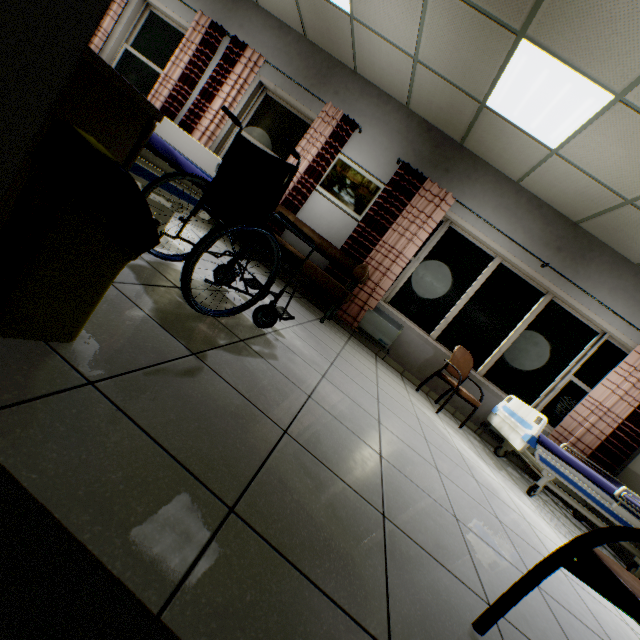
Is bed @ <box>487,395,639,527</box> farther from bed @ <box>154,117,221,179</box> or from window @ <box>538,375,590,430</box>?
bed @ <box>154,117,221,179</box>

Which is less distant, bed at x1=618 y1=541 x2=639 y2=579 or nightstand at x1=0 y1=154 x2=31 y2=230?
nightstand at x1=0 y1=154 x2=31 y2=230

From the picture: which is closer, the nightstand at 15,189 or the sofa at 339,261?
the nightstand at 15,189

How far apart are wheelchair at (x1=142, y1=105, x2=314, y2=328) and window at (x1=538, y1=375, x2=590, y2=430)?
4.6m

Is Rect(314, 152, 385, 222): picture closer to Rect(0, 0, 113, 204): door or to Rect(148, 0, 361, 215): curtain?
Rect(148, 0, 361, 215): curtain

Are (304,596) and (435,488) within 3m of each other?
yes

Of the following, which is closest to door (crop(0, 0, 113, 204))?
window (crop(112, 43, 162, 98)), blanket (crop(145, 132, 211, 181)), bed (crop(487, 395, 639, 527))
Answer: blanket (crop(145, 132, 211, 181))

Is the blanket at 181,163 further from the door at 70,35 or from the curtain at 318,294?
the curtain at 318,294
